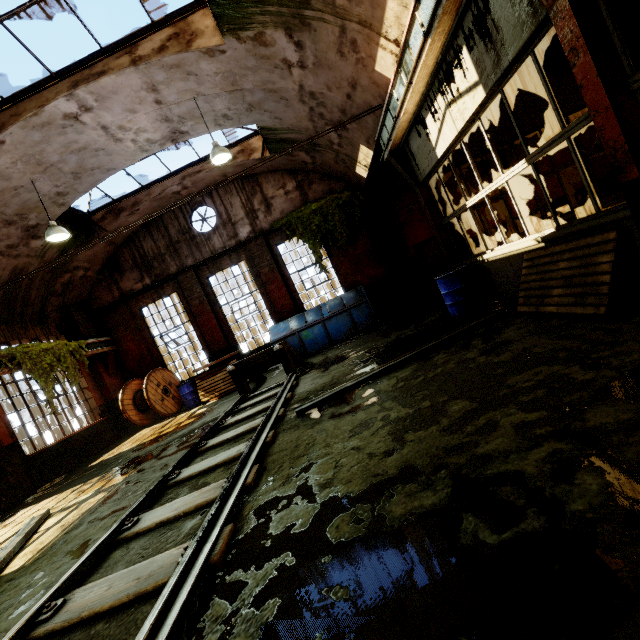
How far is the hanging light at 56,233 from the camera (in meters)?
8.06

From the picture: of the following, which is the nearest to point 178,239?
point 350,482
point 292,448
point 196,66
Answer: point 196,66

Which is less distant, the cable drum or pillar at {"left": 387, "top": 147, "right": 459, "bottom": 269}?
pillar at {"left": 387, "top": 147, "right": 459, "bottom": 269}

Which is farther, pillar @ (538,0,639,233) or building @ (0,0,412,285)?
building @ (0,0,412,285)

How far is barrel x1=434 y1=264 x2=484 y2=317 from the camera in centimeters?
670cm

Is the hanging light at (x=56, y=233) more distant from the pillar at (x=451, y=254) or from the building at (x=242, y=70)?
the pillar at (x=451, y=254)

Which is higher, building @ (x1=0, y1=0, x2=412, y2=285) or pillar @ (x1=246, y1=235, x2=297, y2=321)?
building @ (x1=0, y1=0, x2=412, y2=285)

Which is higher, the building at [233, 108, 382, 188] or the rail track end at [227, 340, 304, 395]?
the building at [233, 108, 382, 188]
